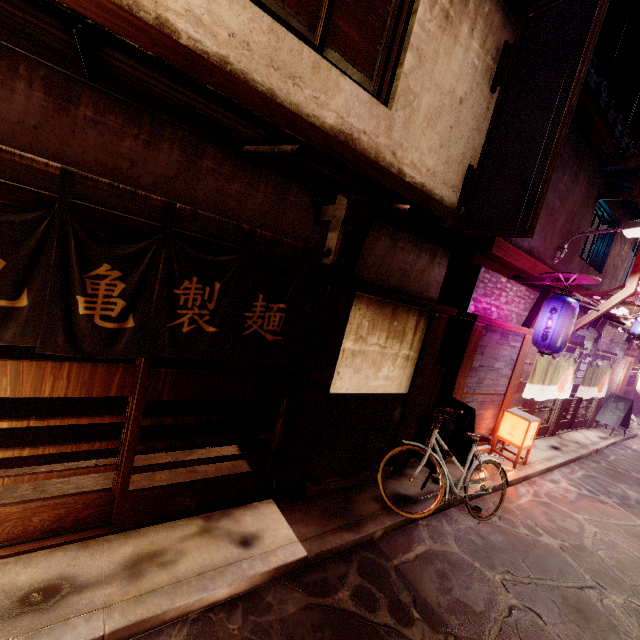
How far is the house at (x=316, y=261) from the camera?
7.1 meters

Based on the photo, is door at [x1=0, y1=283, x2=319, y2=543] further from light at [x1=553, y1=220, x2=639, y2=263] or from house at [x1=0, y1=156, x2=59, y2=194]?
light at [x1=553, y1=220, x2=639, y2=263]

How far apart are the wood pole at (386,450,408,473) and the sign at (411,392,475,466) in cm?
1

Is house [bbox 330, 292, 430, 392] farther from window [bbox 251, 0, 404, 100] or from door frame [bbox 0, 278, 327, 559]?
window [bbox 251, 0, 404, 100]

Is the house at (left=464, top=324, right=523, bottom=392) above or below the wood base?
below

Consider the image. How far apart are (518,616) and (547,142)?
10.3 meters

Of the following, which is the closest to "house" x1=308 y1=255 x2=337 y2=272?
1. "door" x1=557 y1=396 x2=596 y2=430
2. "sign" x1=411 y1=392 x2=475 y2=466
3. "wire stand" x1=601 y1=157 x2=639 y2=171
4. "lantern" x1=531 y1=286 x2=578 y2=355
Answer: "sign" x1=411 y1=392 x2=475 y2=466

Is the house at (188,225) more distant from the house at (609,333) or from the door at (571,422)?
the door at (571,422)
